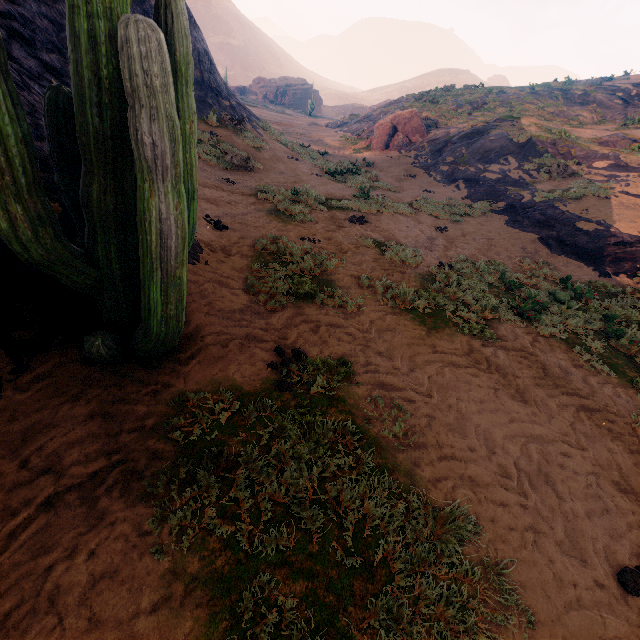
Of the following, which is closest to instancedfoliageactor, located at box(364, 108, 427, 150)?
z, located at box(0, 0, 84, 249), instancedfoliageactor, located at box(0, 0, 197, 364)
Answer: z, located at box(0, 0, 84, 249)

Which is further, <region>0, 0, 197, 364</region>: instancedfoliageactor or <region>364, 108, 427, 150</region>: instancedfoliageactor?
<region>364, 108, 427, 150</region>: instancedfoliageactor

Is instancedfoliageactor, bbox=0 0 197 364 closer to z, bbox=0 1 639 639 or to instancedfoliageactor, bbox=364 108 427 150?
z, bbox=0 1 639 639

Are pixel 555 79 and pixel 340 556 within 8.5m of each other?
no

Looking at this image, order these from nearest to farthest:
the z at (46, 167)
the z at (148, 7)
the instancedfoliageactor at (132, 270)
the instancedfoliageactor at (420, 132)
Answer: the instancedfoliageactor at (132, 270) → the z at (46, 167) → the z at (148, 7) → the instancedfoliageactor at (420, 132)

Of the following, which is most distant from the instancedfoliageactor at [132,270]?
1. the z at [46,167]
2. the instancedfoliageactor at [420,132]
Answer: the instancedfoliageactor at [420,132]

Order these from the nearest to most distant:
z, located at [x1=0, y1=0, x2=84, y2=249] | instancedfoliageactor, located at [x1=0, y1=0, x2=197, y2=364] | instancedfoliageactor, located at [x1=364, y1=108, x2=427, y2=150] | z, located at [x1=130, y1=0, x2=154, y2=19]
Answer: instancedfoliageactor, located at [x1=0, y1=0, x2=197, y2=364], z, located at [x1=0, y1=0, x2=84, y2=249], z, located at [x1=130, y1=0, x2=154, y2=19], instancedfoliageactor, located at [x1=364, y1=108, x2=427, y2=150]

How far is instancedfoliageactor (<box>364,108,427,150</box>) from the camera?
22.0 meters
